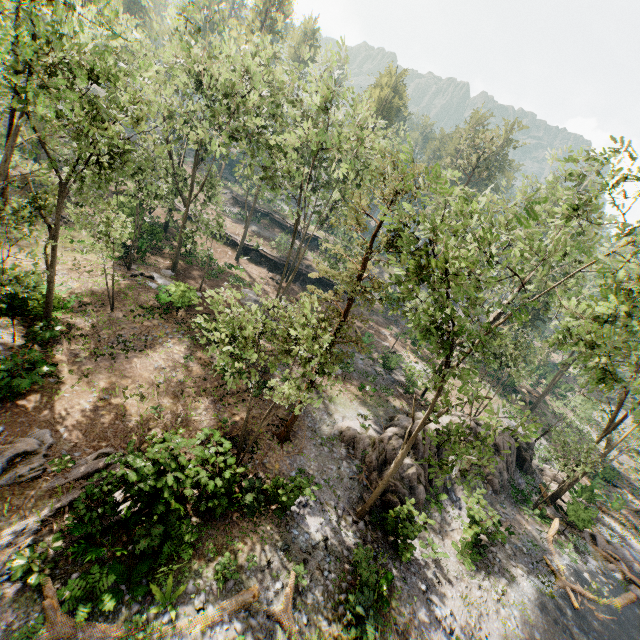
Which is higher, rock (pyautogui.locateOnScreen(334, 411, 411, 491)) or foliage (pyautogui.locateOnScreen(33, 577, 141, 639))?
rock (pyautogui.locateOnScreen(334, 411, 411, 491))

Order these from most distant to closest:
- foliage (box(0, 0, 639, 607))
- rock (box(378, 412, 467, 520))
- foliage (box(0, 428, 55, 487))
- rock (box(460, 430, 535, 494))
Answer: rock (box(460, 430, 535, 494)), rock (box(378, 412, 467, 520)), foliage (box(0, 428, 55, 487)), foliage (box(0, 0, 639, 607))

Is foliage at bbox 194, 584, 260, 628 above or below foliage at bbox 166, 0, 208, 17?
below

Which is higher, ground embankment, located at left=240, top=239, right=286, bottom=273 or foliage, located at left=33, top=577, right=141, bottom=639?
ground embankment, located at left=240, top=239, right=286, bottom=273

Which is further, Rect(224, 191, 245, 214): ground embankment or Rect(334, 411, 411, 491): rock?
Rect(224, 191, 245, 214): ground embankment

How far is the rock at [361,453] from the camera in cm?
1841

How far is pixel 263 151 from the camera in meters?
21.2

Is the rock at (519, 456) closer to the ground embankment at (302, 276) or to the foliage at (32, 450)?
the foliage at (32, 450)
